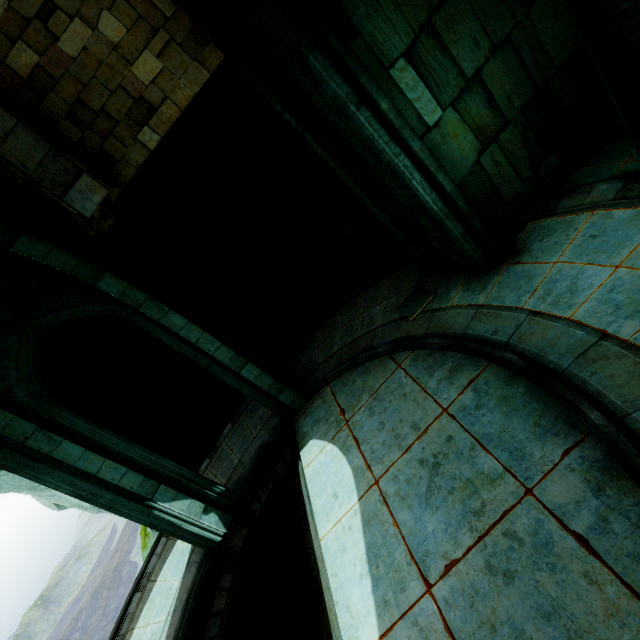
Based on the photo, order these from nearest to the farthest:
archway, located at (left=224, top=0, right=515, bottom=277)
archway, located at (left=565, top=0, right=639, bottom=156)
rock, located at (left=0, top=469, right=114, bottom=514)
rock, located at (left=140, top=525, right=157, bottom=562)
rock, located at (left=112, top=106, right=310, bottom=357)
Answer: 1. archway, located at (left=565, top=0, right=639, bottom=156)
2. archway, located at (left=224, top=0, right=515, bottom=277)
3. rock, located at (left=112, top=106, right=310, bottom=357)
4. rock, located at (left=0, top=469, right=114, bottom=514)
5. rock, located at (left=140, top=525, right=157, bottom=562)

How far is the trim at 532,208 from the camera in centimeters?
601cm

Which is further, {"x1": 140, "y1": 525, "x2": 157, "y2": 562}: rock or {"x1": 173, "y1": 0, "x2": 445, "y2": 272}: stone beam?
{"x1": 140, "y1": 525, "x2": 157, "y2": 562}: rock

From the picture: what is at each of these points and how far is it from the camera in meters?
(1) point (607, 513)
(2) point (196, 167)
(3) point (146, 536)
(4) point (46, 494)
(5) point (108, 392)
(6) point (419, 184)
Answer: (1) building, 3.0
(2) rock, 8.0
(3) rock, 11.5
(4) rock, 10.0
(5) rock, 11.1
(6) archway, 5.4

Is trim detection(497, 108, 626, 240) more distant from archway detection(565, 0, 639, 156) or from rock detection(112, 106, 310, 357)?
rock detection(112, 106, 310, 357)

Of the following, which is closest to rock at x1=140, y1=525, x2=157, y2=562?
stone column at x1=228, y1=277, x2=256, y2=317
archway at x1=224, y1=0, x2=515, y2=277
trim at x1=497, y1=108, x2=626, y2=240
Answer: stone column at x1=228, y1=277, x2=256, y2=317

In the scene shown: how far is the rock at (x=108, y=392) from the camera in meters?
8.6

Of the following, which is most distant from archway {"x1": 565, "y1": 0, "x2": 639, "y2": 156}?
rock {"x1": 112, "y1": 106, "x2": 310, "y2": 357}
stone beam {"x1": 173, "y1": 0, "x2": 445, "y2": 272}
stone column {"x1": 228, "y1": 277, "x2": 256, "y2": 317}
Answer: stone column {"x1": 228, "y1": 277, "x2": 256, "y2": 317}
